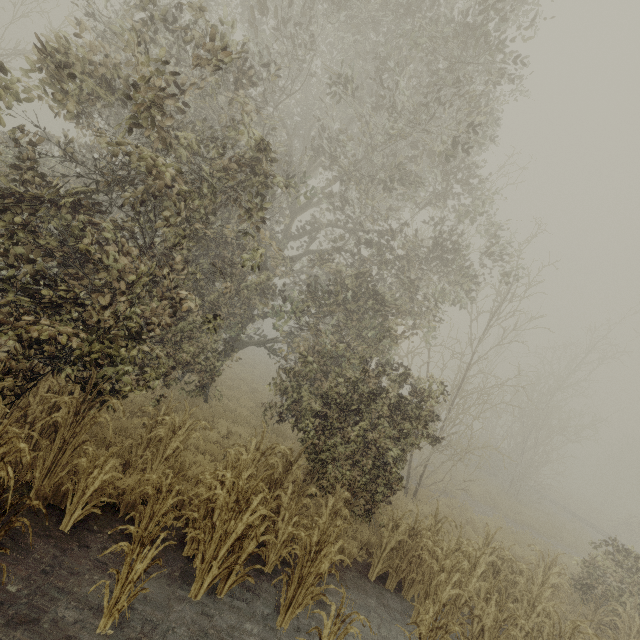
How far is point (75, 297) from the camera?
4.7 meters
